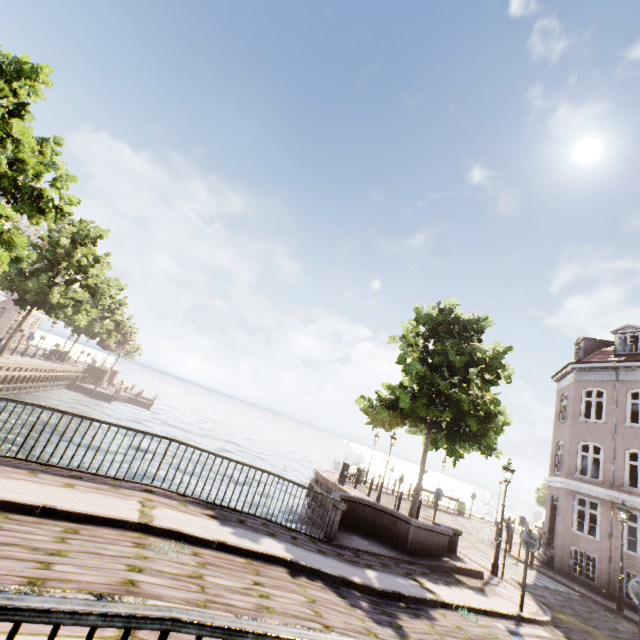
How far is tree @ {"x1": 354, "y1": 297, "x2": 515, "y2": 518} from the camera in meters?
13.3

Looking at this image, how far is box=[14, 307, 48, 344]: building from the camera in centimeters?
3994cm

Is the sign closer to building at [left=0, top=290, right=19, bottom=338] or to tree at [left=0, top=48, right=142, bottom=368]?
tree at [left=0, top=48, right=142, bottom=368]

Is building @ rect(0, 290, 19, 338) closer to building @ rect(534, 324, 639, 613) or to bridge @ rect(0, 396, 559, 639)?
bridge @ rect(0, 396, 559, 639)

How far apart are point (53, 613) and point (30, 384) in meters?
31.9

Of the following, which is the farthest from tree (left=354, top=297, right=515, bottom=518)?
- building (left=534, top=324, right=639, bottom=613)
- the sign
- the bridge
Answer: building (left=534, top=324, right=639, bottom=613)

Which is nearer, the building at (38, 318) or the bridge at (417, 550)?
the bridge at (417, 550)

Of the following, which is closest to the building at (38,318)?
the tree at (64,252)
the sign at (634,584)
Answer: the tree at (64,252)
